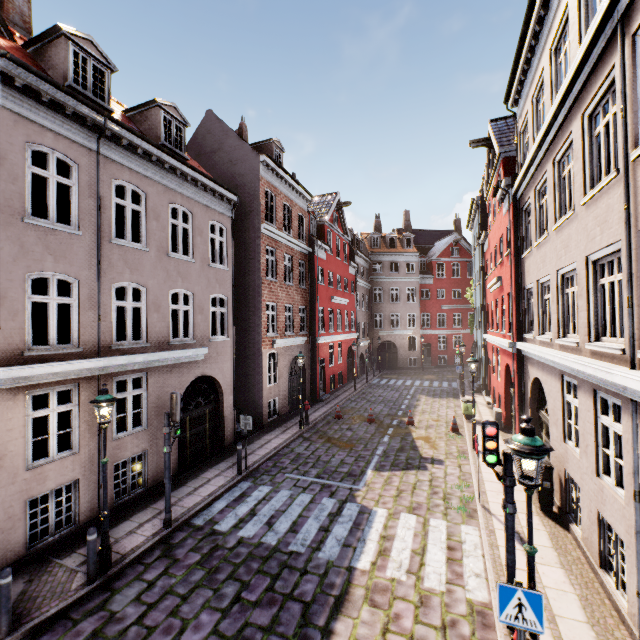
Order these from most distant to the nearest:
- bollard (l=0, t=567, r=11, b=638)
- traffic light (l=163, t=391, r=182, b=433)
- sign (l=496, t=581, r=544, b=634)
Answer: traffic light (l=163, t=391, r=182, b=433), bollard (l=0, t=567, r=11, b=638), sign (l=496, t=581, r=544, b=634)

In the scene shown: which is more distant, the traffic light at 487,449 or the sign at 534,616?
the traffic light at 487,449

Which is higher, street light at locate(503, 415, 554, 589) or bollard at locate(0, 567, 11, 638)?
street light at locate(503, 415, 554, 589)

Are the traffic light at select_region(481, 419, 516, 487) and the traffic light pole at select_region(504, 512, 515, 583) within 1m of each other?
yes

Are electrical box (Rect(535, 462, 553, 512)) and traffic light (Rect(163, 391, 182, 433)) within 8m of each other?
no

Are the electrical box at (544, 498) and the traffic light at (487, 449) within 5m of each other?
yes

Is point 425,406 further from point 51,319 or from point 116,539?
point 51,319

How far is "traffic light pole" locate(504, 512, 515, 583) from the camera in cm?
541
